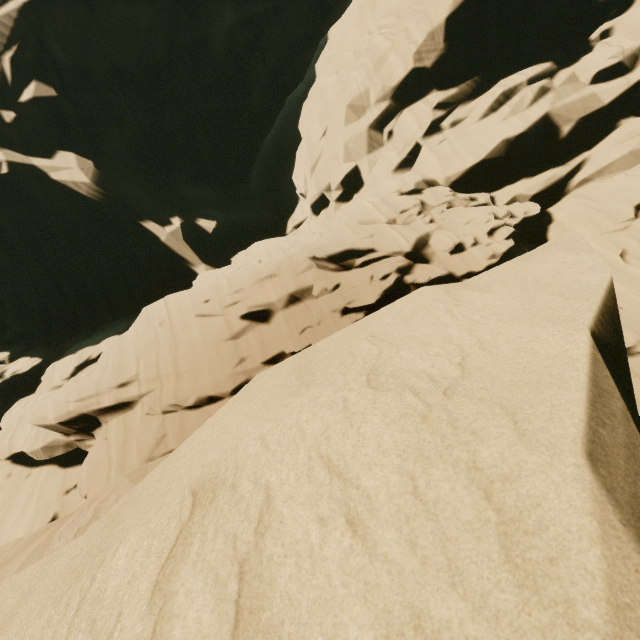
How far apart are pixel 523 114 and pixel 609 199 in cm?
453
